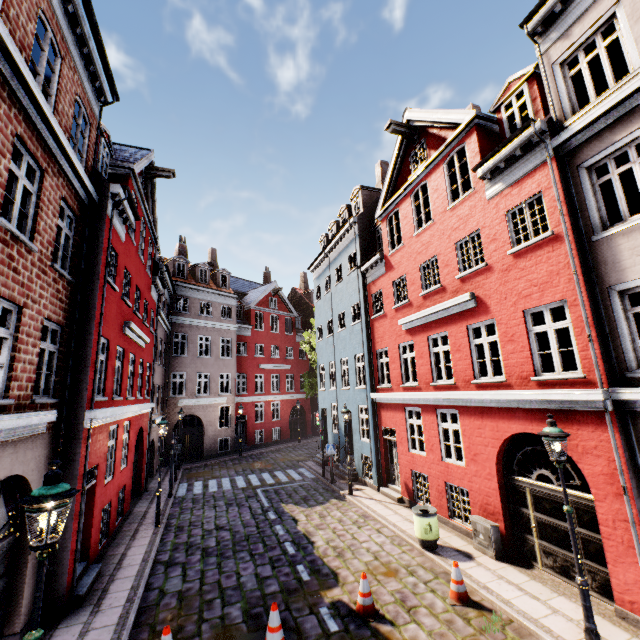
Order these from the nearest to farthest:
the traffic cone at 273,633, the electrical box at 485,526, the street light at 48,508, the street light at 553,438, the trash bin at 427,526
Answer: the street light at 48,508
the street light at 553,438
the traffic cone at 273,633
the electrical box at 485,526
the trash bin at 427,526

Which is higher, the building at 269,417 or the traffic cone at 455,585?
the building at 269,417

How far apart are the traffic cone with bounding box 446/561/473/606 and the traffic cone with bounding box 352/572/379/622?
1.57m

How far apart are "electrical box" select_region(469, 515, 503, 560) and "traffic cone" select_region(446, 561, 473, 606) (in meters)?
1.69

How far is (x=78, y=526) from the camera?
7.7m

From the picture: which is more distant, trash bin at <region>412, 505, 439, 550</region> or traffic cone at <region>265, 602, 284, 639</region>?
trash bin at <region>412, 505, 439, 550</region>

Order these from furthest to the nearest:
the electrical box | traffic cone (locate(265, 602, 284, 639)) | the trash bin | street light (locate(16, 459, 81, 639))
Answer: the trash bin
the electrical box
traffic cone (locate(265, 602, 284, 639))
street light (locate(16, 459, 81, 639))

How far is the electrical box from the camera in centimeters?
870cm
